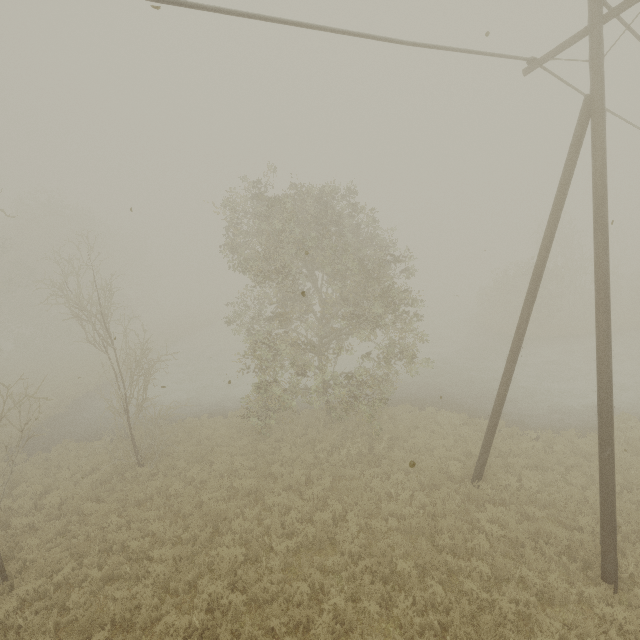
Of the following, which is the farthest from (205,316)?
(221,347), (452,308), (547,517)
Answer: (547,517)

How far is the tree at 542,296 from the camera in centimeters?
2828cm

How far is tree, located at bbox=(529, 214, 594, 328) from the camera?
28.28m

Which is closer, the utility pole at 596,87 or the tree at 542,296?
the utility pole at 596,87

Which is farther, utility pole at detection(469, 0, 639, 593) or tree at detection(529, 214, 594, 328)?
tree at detection(529, 214, 594, 328)
